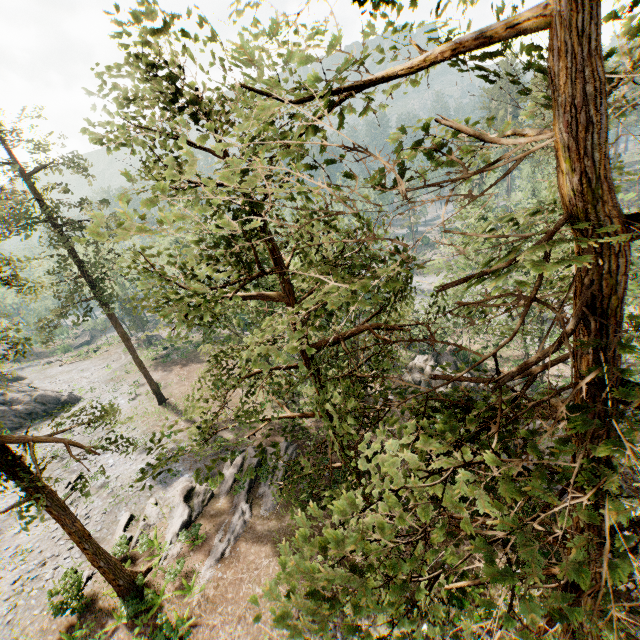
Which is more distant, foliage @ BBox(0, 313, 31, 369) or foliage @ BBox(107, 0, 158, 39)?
foliage @ BBox(0, 313, 31, 369)

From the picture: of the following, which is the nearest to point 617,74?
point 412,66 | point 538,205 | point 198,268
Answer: point 412,66

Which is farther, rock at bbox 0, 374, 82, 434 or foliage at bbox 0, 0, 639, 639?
rock at bbox 0, 374, 82, 434

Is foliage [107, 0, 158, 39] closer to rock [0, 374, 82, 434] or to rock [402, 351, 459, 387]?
rock [0, 374, 82, 434]

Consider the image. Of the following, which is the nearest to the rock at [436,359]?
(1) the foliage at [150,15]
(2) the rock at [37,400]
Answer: (1) the foliage at [150,15]

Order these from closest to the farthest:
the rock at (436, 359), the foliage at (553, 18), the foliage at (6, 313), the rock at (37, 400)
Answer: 1. the foliage at (553, 18)
2. the foliage at (6, 313)
3. the rock at (436, 359)
4. the rock at (37, 400)
